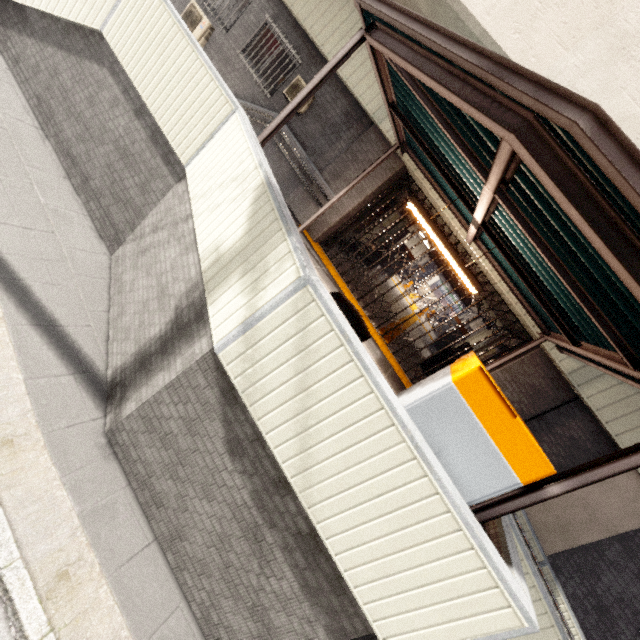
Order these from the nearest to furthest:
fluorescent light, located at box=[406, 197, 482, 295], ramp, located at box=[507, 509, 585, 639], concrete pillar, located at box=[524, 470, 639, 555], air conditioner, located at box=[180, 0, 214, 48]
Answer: ramp, located at box=[507, 509, 585, 639] → fluorescent light, located at box=[406, 197, 482, 295] → concrete pillar, located at box=[524, 470, 639, 555] → air conditioner, located at box=[180, 0, 214, 48]

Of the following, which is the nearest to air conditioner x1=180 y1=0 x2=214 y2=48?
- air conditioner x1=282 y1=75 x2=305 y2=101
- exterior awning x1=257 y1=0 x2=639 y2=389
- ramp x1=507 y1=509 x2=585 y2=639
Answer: air conditioner x1=282 y1=75 x2=305 y2=101

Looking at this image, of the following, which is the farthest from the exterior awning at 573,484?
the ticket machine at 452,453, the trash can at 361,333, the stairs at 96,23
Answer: the stairs at 96,23

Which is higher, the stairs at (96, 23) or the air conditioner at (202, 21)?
the air conditioner at (202, 21)

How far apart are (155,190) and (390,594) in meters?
6.1

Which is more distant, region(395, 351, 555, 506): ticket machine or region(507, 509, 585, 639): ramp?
region(507, 509, 585, 639): ramp

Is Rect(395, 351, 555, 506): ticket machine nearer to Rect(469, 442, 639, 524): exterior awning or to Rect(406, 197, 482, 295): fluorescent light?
Rect(469, 442, 639, 524): exterior awning

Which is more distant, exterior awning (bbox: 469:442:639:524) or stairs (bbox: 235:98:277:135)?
stairs (bbox: 235:98:277:135)
